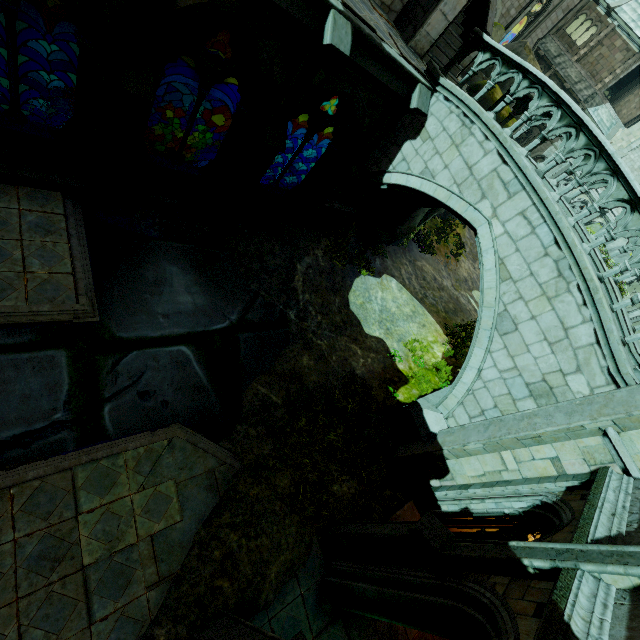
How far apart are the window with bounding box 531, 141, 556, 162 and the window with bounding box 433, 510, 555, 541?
42.33m

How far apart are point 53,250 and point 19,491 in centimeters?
478cm

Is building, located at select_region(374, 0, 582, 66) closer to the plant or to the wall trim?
the wall trim

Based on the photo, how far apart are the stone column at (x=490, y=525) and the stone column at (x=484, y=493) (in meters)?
0.19

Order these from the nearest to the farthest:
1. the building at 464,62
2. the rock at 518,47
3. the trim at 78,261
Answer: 1. the trim at 78,261
2. the building at 464,62
3. the rock at 518,47

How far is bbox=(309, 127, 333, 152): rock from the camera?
15.23m

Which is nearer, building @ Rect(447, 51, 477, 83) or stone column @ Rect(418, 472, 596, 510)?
stone column @ Rect(418, 472, 596, 510)

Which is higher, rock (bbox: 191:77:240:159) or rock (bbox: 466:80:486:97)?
rock (bbox: 466:80:486:97)
